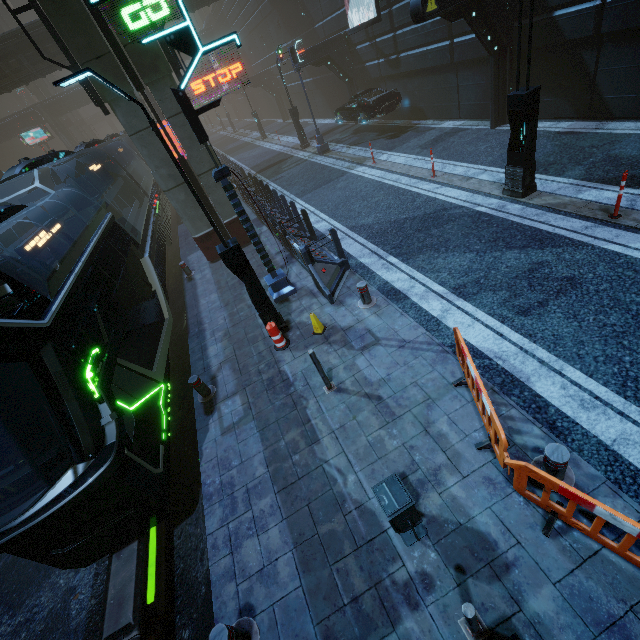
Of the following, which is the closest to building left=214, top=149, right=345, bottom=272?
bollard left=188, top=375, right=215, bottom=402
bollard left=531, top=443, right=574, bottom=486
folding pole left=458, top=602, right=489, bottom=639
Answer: folding pole left=458, top=602, right=489, bottom=639

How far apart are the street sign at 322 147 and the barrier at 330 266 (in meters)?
13.56

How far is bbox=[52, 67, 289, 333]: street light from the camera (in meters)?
4.54

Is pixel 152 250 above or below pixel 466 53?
below

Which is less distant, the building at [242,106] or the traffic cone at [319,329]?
the traffic cone at [319,329]

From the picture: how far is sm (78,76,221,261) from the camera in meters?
9.3

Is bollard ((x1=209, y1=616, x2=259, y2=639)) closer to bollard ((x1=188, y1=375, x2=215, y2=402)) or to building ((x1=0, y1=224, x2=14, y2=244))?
bollard ((x1=188, y1=375, x2=215, y2=402))

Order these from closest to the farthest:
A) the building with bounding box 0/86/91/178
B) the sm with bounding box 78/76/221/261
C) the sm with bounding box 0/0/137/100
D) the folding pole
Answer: the folding pole, the sm with bounding box 0/0/137/100, the sm with bounding box 78/76/221/261, the building with bounding box 0/86/91/178
